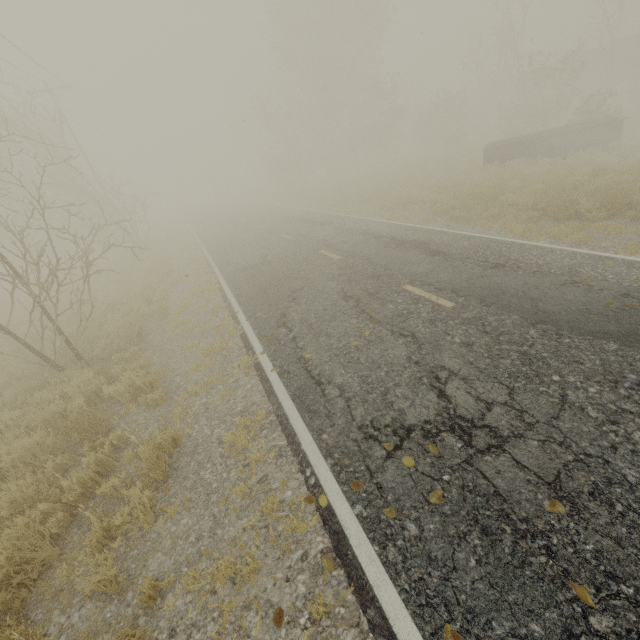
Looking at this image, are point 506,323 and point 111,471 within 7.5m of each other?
yes

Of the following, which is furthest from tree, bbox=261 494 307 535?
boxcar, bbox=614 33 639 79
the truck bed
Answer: boxcar, bbox=614 33 639 79

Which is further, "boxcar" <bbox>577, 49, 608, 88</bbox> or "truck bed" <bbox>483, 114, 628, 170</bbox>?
"boxcar" <bbox>577, 49, 608, 88</bbox>

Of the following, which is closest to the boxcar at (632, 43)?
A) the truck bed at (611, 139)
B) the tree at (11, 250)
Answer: the truck bed at (611, 139)

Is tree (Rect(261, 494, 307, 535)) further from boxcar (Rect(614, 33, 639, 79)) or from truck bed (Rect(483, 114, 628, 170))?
boxcar (Rect(614, 33, 639, 79))

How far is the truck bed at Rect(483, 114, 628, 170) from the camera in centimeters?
1497cm

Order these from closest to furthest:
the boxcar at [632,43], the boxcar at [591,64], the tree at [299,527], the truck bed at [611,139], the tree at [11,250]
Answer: the tree at [299,527] → the tree at [11,250] → the truck bed at [611,139] → the boxcar at [632,43] → the boxcar at [591,64]
